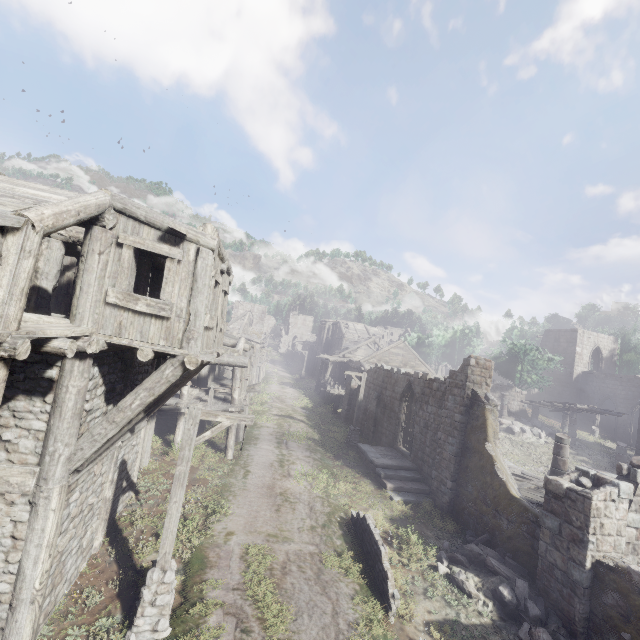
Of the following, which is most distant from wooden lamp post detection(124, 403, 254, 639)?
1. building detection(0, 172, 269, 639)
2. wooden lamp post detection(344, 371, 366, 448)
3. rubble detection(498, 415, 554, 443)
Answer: rubble detection(498, 415, 554, 443)

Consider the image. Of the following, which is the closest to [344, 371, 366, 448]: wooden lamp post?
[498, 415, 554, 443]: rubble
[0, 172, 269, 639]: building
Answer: [0, 172, 269, 639]: building

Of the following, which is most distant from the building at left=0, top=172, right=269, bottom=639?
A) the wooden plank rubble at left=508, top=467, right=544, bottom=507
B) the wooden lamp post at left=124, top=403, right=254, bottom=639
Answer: the wooden lamp post at left=124, top=403, right=254, bottom=639

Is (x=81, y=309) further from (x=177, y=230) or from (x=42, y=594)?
(x=42, y=594)

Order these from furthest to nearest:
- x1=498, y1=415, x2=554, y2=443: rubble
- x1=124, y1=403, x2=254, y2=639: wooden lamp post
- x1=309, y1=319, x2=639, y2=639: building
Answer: x1=498, y1=415, x2=554, y2=443: rubble, x1=309, y1=319, x2=639, y2=639: building, x1=124, y1=403, x2=254, y2=639: wooden lamp post

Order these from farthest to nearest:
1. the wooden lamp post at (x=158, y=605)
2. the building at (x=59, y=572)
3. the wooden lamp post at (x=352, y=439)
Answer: the wooden lamp post at (x=352, y=439) → the wooden lamp post at (x=158, y=605) → the building at (x=59, y=572)

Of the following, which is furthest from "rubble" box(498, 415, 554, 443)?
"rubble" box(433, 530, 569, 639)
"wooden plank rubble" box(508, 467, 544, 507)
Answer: "rubble" box(433, 530, 569, 639)

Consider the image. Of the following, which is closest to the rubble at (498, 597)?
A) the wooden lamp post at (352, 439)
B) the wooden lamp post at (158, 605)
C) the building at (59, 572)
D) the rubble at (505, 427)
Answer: the building at (59, 572)
